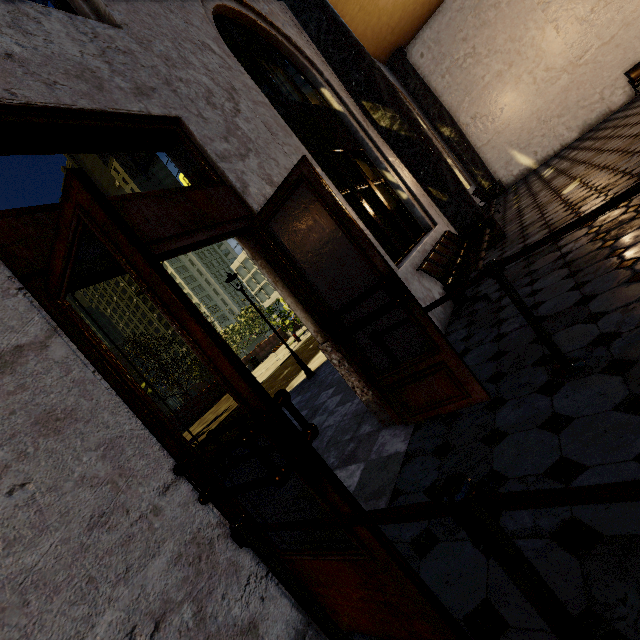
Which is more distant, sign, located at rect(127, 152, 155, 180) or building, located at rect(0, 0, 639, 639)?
sign, located at rect(127, 152, 155, 180)

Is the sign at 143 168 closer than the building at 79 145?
No

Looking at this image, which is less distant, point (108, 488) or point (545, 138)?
point (108, 488)

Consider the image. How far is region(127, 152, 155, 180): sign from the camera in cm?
322

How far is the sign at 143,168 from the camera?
3.2m
